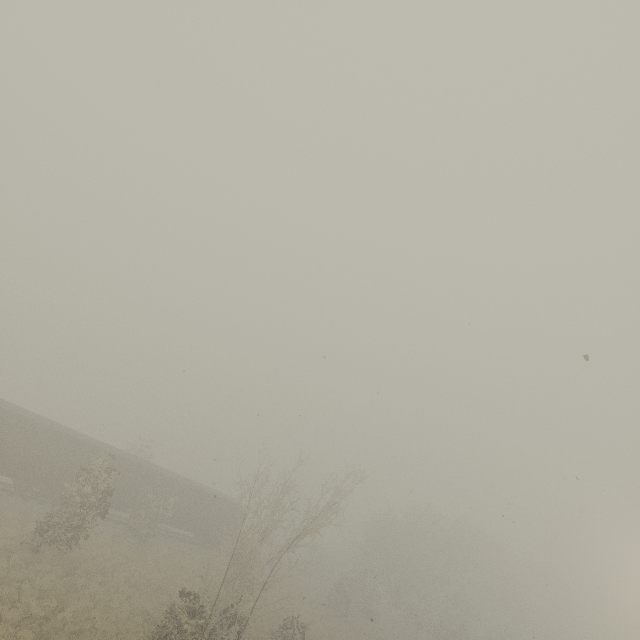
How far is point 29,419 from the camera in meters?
22.7 m
